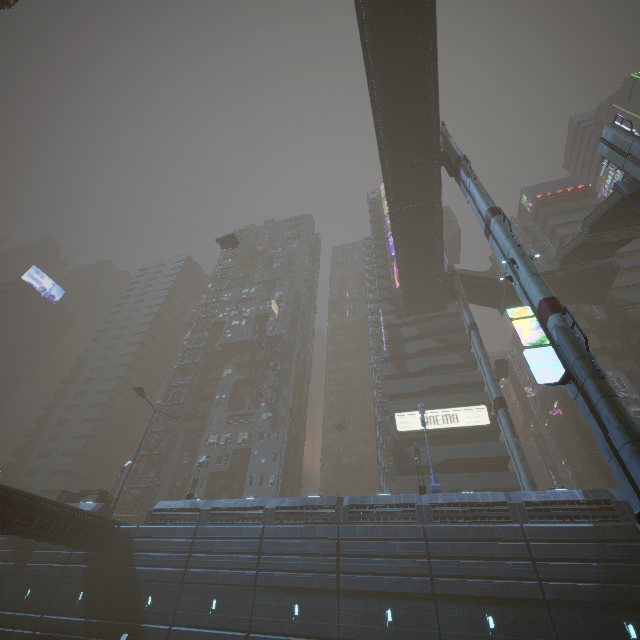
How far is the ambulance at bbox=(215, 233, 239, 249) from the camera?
47.56m

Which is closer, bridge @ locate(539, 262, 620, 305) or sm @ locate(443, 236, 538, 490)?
sm @ locate(443, 236, 538, 490)

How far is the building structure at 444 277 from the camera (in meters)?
39.47

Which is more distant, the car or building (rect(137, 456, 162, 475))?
building (rect(137, 456, 162, 475))

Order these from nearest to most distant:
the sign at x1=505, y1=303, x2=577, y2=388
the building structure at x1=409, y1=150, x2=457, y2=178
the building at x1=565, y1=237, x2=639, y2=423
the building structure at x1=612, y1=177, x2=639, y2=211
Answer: the sign at x1=505, y1=303, x2=577, y2=388
the building structure at x1=612, y1=177, x2=639, y2=211
the building structure at x1=409, y1=150, x2=457, y2=178
the building at x1=565, y1=237, x2=639, y2=423

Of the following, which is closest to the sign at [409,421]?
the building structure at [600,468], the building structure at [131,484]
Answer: the building structure at [600,468]

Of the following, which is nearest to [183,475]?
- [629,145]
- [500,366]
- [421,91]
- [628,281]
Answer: [500,366]

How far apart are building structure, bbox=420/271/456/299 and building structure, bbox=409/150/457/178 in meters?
14.7 m
